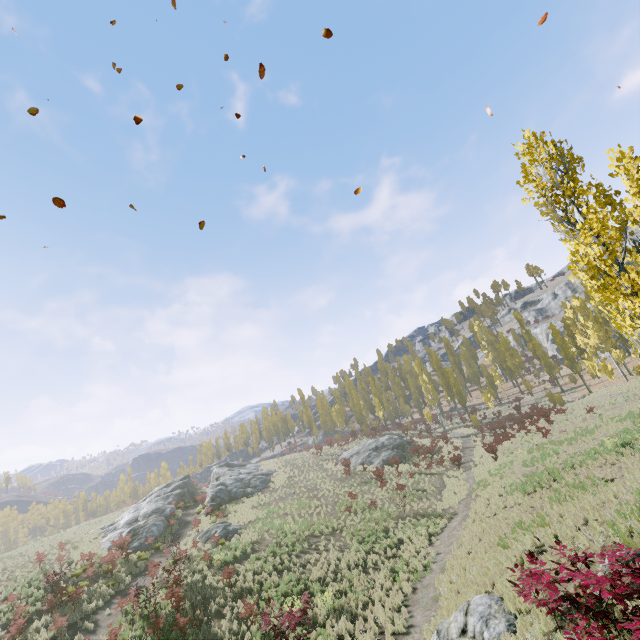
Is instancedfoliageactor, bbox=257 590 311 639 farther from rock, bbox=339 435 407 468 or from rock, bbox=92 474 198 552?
rock, bbox=92 474 198 552

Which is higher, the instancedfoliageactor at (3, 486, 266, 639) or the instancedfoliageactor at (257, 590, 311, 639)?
the instancedfoliageactor at (3, 486, 266, 639)

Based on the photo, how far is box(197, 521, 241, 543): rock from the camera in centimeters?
2417cm

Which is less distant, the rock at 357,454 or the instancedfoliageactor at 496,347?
the rock at 357,454

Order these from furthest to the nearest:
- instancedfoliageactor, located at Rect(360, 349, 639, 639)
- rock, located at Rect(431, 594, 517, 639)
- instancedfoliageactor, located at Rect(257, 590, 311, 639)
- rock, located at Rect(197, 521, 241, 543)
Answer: rock, located at Rect(197, 521, 241, 543), instancedfoliageactor, located at Rect(257, 590, 311, 639), rock, located at Rect(431, 594, 517, 639), instancedfoliageactor, located at Rect(360, 349, 639, 639)

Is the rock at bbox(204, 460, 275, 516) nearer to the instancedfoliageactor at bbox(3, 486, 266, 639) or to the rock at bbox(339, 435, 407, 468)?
the rock at bbox(339, 435, 407, 468)

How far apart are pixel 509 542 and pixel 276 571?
12.87m

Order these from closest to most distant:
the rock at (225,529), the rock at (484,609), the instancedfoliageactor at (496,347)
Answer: the rock at (484,609)
the rock at (225,529)
the instancedfoliageactor at (496,347)
